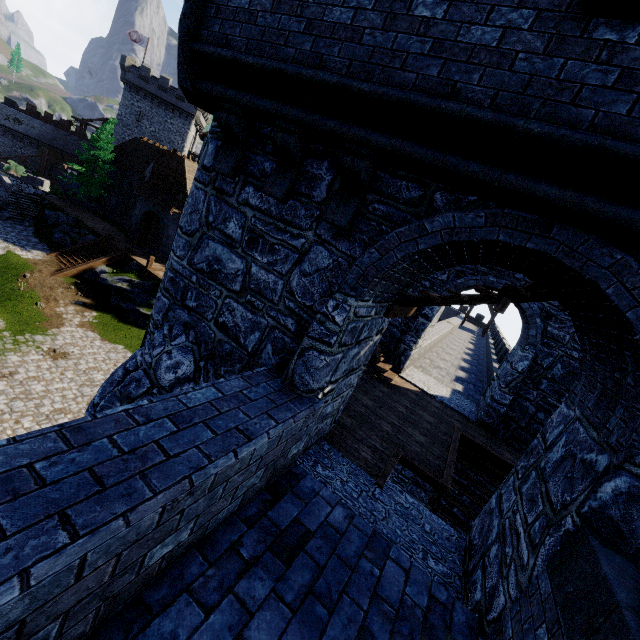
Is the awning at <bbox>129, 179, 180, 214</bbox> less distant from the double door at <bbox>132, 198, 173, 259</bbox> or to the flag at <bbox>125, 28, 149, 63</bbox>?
the double door at <bbox>132, 198, 173, 259</bbox>

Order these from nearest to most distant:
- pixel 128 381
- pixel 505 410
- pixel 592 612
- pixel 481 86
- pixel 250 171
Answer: pixel 592 612, pixel 481 86, pixel 250 171, pixel 128 381, pixel 505 410

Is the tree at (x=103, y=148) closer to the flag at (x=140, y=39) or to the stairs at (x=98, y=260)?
the stairs at (x=98, y=260)

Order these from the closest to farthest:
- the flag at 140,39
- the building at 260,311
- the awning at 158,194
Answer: the building at 260,311 < the awning at 158,194 < the flag at 140,39

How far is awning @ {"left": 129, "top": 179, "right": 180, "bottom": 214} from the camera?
27.2m

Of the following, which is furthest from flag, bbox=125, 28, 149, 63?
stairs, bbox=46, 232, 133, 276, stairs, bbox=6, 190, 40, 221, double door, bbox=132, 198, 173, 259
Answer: stairs, bbox=46, 232, 133, 276

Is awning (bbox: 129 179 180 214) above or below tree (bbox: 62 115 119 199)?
below

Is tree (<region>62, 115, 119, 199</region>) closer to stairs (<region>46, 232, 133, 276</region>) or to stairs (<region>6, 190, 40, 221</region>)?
stairs (<region>6, 190, 40, 221</region>)
